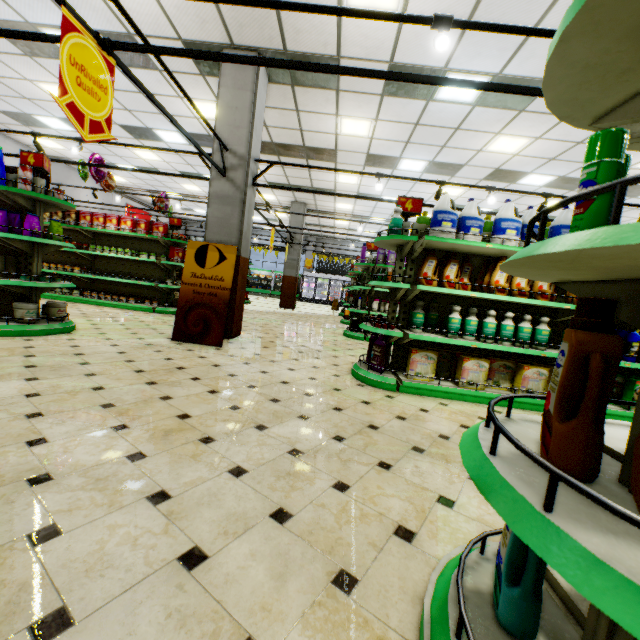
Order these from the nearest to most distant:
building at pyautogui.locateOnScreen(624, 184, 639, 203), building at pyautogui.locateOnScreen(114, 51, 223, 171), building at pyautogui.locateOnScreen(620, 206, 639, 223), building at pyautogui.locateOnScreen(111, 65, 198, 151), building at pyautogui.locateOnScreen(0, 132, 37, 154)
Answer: building at pyautogui.locateOnScreen(114, 51, 223, 171) < building at pyautogui.locateOnScreen(111, 65, 198, 151) < building at pyautogui.locateOnScreen(624, 184, 639, 203) < building at pyautogui.locateOnScreen(620, 206, 639, 223) < building at pyautogui.locateOnScreen(0, 132, 37, 154)

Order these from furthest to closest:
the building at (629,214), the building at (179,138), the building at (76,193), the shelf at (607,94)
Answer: the building at (76,193) < the building at (629,214) < the building at (179,138) < the shelf at (607,94)

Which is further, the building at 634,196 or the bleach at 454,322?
the building at 634,196

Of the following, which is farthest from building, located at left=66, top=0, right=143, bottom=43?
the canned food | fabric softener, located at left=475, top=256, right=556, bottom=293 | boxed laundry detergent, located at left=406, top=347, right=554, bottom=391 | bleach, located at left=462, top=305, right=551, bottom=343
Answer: the canned food

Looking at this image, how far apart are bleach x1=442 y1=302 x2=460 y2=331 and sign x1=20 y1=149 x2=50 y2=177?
5.8 meters

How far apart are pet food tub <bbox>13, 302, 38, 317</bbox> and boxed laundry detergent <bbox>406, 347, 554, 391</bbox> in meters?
5.8

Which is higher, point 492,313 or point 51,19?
point 51,19

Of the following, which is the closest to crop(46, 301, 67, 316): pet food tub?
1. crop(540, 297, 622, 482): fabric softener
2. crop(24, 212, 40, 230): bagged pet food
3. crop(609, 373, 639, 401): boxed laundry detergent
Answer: crop(24, 212, 40, 230): bagged pet food
